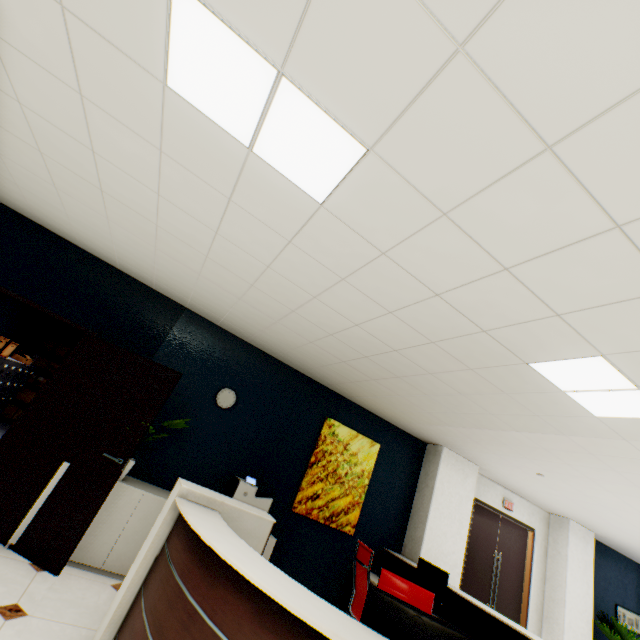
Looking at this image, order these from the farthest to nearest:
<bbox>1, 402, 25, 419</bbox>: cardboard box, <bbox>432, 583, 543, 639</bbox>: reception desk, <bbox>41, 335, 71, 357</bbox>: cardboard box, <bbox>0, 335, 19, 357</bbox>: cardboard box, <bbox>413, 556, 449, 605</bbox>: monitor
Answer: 1. <bbox>41, 335, 71, 357</bbox>: cardboard box
2. <bbox>1, 402, 25, 419</bbox>: cardboard box
3. <bbox>0, 335, 19, 357</bbox>: cardboard box
4. <bbox>413, 556, 449, 605</bbox>: monitor
5. <bbox>432, 583, 543, 639</bbox>: reception desk

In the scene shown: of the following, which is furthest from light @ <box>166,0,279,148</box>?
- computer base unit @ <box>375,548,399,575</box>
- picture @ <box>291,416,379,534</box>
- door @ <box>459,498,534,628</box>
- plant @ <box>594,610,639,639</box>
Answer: plant @ <box>594,610,639,639</box>

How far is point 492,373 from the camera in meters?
2.9 m

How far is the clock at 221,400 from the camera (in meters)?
4.61

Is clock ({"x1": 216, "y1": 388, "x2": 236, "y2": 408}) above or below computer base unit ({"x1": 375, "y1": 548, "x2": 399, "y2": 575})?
above

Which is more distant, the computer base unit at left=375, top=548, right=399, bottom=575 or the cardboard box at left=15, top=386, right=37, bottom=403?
the cardboard box at left=15, top=386, right=37, bottom=403

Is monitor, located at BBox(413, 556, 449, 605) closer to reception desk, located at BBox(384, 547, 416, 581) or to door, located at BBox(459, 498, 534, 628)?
reception desk, located at BBox(384, 547, 416, 581)

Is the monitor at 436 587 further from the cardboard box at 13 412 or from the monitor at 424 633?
the cardboard box at 13 412
